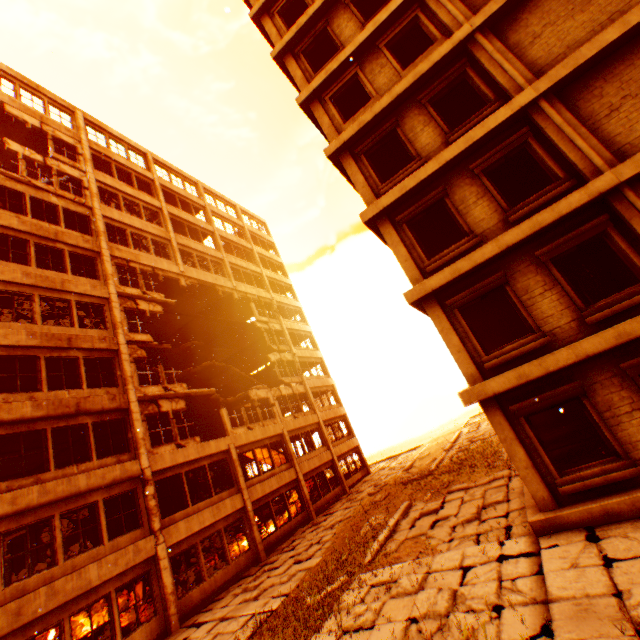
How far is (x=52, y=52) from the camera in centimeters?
2156cm

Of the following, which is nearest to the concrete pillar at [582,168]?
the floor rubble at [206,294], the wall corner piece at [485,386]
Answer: the wall corner piece at [485,386]

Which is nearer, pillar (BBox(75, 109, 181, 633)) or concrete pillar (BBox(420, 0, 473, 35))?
concrete pillar (BBox(420, 0, 473, 35))

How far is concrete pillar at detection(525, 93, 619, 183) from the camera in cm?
758

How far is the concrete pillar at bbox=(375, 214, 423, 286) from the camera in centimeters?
960cm

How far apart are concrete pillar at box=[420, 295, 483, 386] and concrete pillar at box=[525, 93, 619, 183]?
4.4 meters

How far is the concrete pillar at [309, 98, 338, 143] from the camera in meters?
11.7

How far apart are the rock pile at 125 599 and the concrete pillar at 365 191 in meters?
21.5
